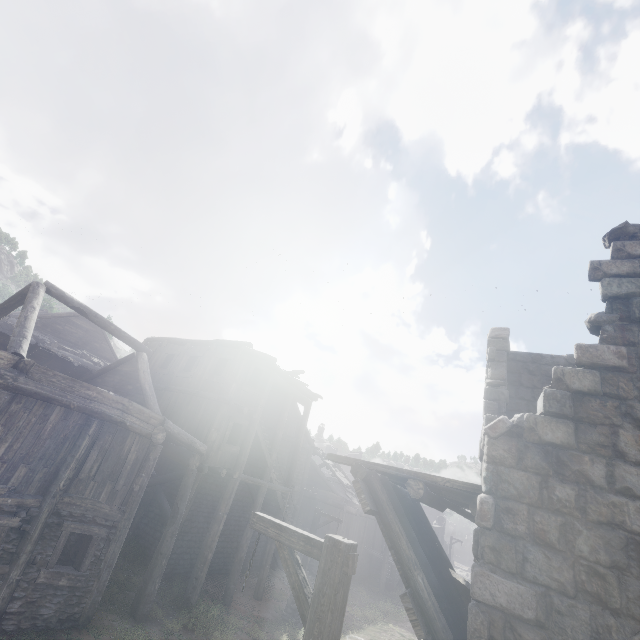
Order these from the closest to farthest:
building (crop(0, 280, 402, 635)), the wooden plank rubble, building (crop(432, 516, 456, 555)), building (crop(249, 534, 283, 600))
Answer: the wooden plank rubble, building (crop(0, 280, 402, 635)), building (crop(249, 534, 283, 600)), building (crop(432, 516, 456, 555))

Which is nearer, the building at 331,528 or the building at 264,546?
the building at 264,546

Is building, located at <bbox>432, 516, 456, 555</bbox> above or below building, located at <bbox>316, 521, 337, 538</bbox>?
above

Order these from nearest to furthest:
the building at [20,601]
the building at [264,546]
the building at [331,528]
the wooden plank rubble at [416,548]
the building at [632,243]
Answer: the building at [632,243]
the wooden plank rubble at [416,548]
the building at [20,601]
the building at [264,546]
the building at [331,528]

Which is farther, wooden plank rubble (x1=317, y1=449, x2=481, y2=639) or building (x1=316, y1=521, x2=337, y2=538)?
building (x1=316, y1=521, x2=337, y2=538)

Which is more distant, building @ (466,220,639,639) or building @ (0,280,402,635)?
building @ (0,280,402,635)

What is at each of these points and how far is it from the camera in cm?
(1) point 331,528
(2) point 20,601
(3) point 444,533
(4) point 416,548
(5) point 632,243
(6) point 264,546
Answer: (1) building, 2366
(2) building, 819
(3) building, 4750
(4) wooden plank rubble, 560
(5) building, 542
(6) building, 1977

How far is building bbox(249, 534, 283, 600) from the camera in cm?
1620
